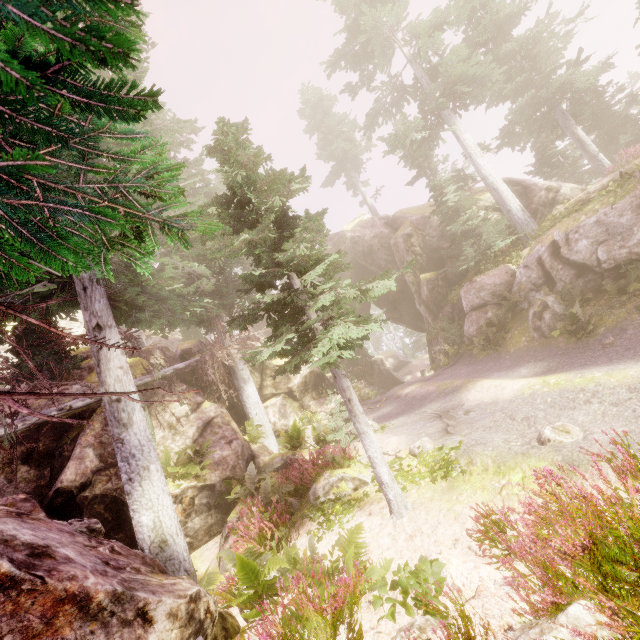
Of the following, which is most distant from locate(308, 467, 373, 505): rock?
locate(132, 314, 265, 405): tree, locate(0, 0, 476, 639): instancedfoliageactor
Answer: locate(132, 314, 265, 405): tree

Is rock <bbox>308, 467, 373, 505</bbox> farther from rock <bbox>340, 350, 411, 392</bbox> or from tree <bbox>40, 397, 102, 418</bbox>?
tree <bbox>40, 397, 102, 418</bbox>

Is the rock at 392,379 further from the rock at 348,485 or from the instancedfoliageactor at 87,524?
the rock at 348,485

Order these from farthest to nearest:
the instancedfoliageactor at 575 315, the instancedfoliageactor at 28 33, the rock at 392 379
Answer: the rock at 392 379 < the instancedfoliageactor at 575 315 < the instancedfoliageactor at 28 33

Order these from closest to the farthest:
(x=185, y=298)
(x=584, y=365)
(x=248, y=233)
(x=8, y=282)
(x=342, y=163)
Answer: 1. (x=8, y=282)
2. (x=248, y=233)
3. (x=584, y=365)
4. (x=185, y=298)
5. (x=342, y=163)

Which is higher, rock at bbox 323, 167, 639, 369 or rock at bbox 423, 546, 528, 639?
rock at bbox 323, 167, 639, 369

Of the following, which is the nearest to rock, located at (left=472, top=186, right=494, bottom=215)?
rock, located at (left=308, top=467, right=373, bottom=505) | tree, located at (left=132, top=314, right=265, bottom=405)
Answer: tree, located at (left=132, top=314, right=265, bottom=405)
